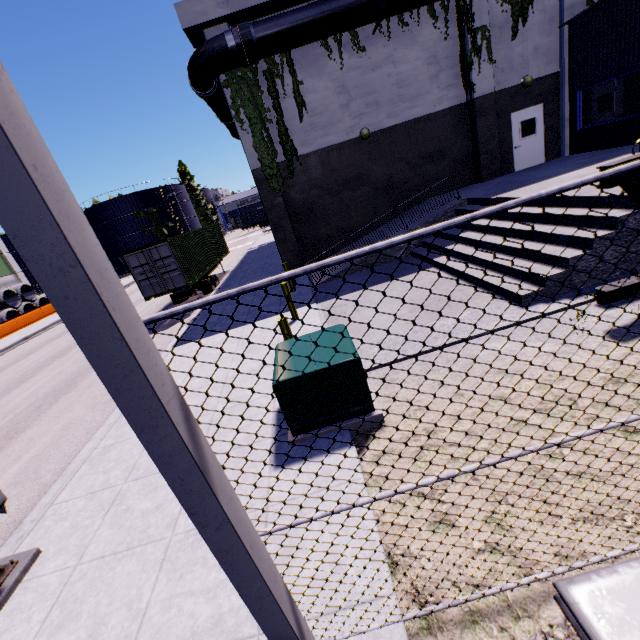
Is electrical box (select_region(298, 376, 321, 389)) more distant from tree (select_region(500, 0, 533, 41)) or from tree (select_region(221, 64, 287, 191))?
tree (select_region(500, 0, 533, 41))

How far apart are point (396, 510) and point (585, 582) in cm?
247

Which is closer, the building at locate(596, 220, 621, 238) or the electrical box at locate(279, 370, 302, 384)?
the electrical box at locate(279, 370, 302, 384)

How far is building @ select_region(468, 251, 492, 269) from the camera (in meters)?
8.45

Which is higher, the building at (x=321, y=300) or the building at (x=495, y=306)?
the building at (x=321, y=300)

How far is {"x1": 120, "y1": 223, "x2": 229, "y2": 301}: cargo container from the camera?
15.1m

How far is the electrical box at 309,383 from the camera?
4.6 meters
